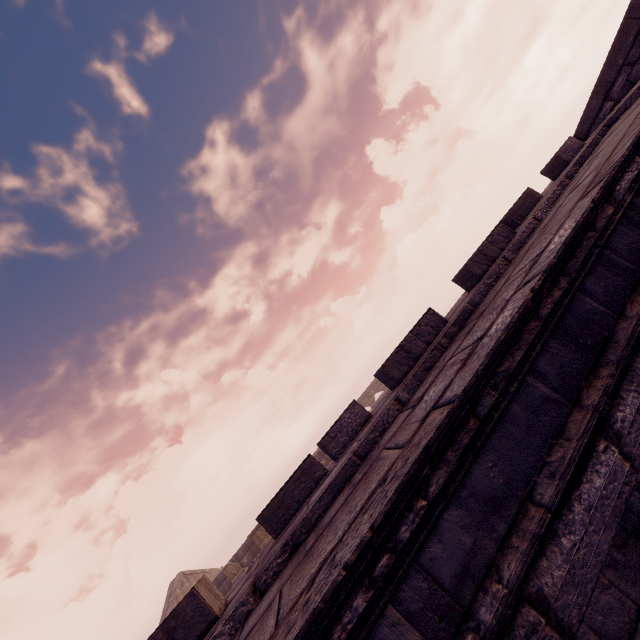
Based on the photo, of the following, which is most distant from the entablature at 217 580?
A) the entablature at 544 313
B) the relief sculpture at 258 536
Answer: the entablature at 544 313

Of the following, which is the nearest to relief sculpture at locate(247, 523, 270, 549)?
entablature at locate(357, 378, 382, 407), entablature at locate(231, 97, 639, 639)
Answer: entablature at locate(357, 378, 382, 407)

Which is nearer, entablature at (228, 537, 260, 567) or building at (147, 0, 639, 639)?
building at (147, 0, 639, 639)

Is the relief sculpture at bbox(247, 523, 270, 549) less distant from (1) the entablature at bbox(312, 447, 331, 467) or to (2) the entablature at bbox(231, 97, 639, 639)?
(1) the entablature at bbox(312, 447, 331, 467)

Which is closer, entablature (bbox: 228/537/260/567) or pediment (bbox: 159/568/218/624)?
entablature (bbox: 228/537/260/567)

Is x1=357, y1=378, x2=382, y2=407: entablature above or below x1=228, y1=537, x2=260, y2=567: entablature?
above

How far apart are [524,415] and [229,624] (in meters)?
2.11
